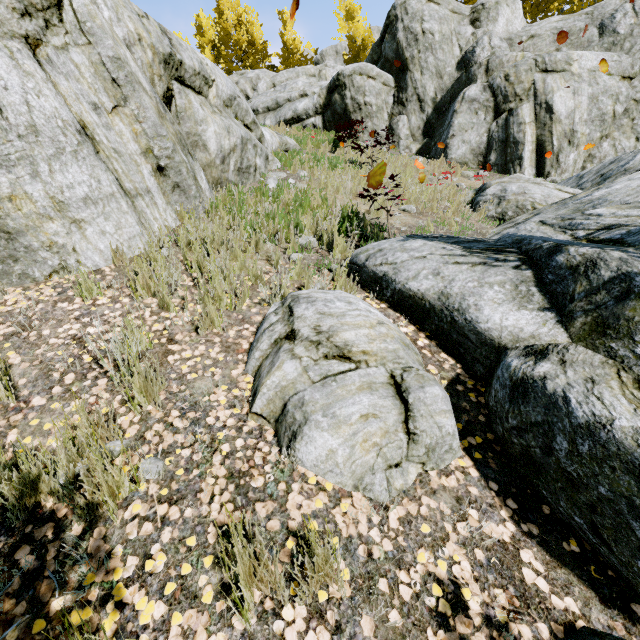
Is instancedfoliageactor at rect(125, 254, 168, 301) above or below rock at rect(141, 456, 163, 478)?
above

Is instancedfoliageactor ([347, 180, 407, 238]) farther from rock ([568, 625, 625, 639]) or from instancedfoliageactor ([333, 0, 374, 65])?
instancedfoliageactor ([333, 0, 374, 65])

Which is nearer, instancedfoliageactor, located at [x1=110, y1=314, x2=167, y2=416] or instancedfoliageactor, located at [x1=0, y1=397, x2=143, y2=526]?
instancedfoliageactor, located at [x1=0, y1=397, x2=143, y2=526]

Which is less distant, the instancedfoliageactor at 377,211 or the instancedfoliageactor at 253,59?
the instancedfoliageactor at 377,211

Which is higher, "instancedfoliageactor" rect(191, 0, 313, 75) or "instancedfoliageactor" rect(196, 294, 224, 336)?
"instancedfoliageactor" rect(191, 0, 313, 75)

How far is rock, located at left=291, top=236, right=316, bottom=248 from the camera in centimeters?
471cm

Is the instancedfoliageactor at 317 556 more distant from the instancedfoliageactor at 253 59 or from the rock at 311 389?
the instancedfoliageactor at 253 59

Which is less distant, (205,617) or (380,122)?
(205,617)
